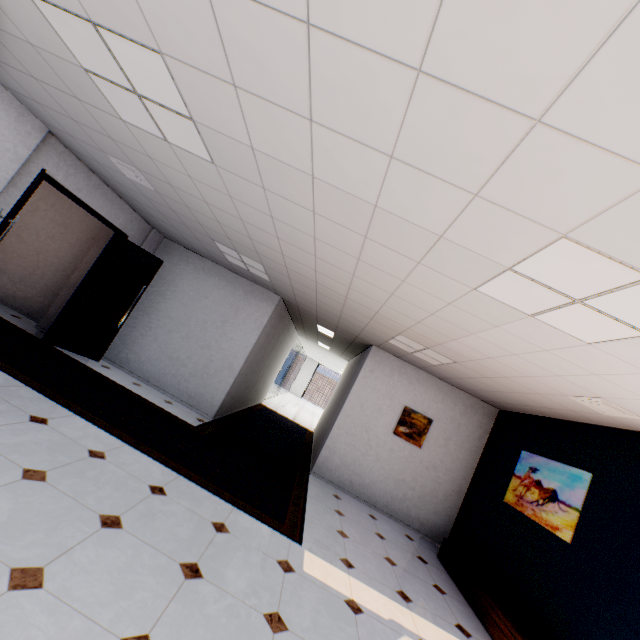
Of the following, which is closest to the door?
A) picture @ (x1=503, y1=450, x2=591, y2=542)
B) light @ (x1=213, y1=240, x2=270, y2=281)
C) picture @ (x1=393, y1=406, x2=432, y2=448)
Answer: light @ (x1=213, y1=240, x2=270, y2=281)

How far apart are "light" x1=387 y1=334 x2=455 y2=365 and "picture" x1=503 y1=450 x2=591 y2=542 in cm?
200

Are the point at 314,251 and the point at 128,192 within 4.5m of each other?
yes

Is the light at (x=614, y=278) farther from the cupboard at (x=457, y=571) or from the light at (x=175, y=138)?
the cupboard at (x=457, y=571)

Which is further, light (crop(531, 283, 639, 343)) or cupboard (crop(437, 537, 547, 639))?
cupboard (crop(437, 537, 547, 639))

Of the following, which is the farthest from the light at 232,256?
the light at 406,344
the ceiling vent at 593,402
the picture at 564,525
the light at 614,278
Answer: the picture at 564,525

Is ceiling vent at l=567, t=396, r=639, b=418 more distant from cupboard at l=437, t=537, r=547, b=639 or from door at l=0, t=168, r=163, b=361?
door at l=0, t=168, r=163, b=361

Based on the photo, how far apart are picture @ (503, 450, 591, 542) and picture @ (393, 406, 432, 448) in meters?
1.6 m
